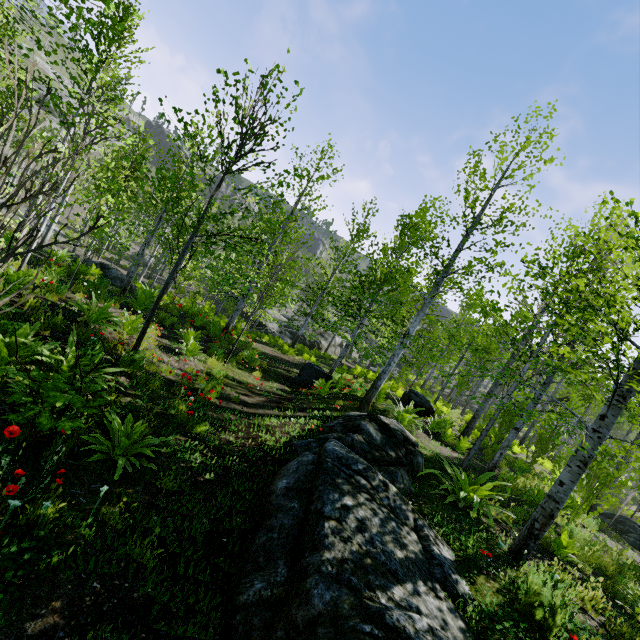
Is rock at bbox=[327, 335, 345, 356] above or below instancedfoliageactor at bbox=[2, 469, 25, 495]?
below

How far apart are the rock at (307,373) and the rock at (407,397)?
3.66m

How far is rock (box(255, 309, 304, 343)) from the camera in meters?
30.0 m

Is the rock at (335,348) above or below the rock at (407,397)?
below

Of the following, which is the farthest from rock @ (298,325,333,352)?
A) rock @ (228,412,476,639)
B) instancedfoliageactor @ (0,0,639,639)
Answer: rock @ (228,412,476,639)

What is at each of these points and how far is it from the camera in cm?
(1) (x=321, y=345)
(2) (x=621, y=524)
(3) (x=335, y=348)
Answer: Answer:
(1) rock, 3269
(2) rock, 1460
(3) rock, 3488

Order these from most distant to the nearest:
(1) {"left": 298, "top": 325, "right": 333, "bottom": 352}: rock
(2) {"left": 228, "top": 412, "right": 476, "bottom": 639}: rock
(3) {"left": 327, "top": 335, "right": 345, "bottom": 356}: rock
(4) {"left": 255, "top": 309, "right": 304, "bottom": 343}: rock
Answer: (3) {"left": 327, "top": 335, "right": 345, "bottom": 356}: rock
(1) {"left": 298, "top": 325, "right": 333, "bottom": 352}: rock
(4) {"left": 255, "top": 309, "right": 304, "bottom": 343}: rock
(2) {"left": 228, "top": 412, "right": 476, "bottom": 639}: rock

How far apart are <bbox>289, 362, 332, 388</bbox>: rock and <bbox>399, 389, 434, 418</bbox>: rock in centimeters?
366cm
